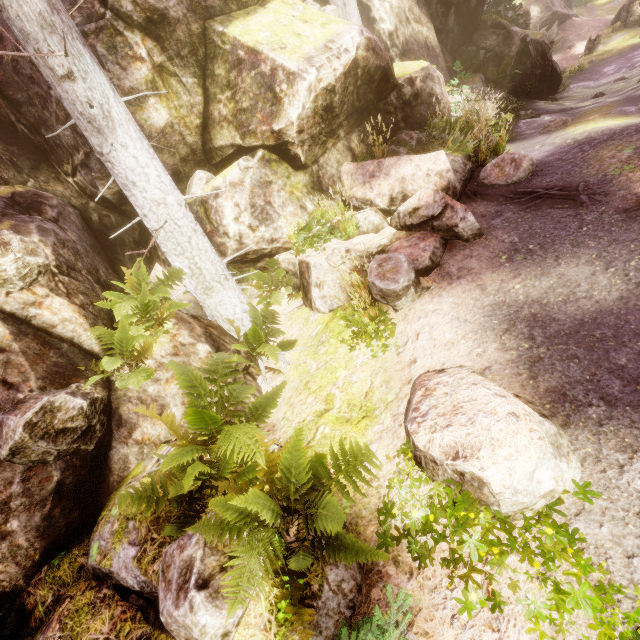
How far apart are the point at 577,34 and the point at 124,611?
44.3 meters

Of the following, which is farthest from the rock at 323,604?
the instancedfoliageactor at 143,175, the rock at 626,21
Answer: the rock at 626,21

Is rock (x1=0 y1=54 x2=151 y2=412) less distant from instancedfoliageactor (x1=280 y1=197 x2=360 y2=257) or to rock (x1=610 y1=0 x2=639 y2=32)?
instancedfoliageactor (x1=280 y1=197 x2=360 y2=257)

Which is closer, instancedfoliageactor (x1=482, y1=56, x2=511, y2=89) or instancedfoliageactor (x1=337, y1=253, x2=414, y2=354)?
instancedfoliageactor (x1=337, y1=253, x2=414, y2=354)

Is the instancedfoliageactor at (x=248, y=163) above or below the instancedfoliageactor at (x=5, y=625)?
above

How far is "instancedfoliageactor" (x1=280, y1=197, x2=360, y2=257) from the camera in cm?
656

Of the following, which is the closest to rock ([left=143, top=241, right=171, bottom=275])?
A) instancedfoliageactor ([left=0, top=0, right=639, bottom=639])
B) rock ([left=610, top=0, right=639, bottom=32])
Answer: instancedfoliageactor ([left=0, top=0, right=639, bottom=639])

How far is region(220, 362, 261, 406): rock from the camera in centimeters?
554cm
